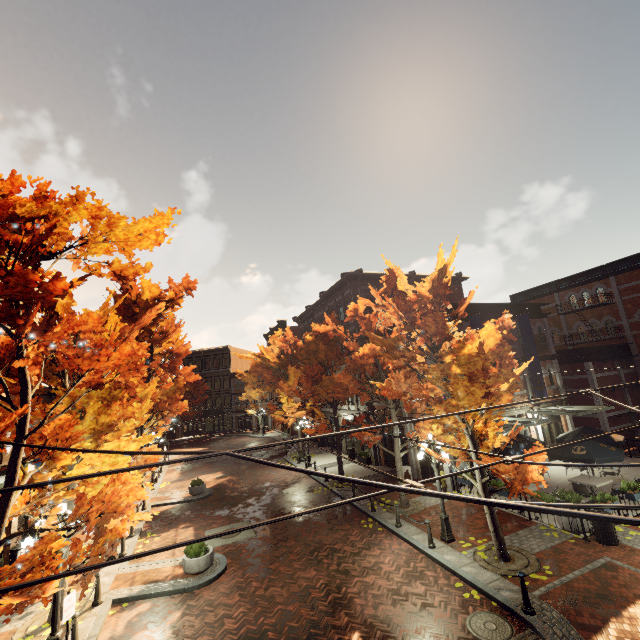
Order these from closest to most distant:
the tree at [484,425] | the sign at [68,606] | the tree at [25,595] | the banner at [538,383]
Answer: the tree at [25,595], the sign at [68,606], the tree at [484,425], the banner at [538,383]

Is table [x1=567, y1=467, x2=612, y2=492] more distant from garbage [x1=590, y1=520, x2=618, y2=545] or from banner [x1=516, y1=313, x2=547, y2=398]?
banner [x1=516, y1=313, x2=547, y2=398]

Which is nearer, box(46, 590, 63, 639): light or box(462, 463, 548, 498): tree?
box(46, 590, 63, 639): light

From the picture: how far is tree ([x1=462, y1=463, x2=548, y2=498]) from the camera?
8.5m

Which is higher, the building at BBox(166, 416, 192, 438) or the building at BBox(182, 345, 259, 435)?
the building at BBox(182, 345, 259, 435)

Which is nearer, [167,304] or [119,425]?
[167,304]

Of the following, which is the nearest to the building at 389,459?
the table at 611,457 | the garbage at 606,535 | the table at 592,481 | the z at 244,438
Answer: the z at 244,438

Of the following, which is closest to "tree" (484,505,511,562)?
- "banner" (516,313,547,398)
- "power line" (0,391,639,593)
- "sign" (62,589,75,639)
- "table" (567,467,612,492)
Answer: "power line" (0,391,639,593)
